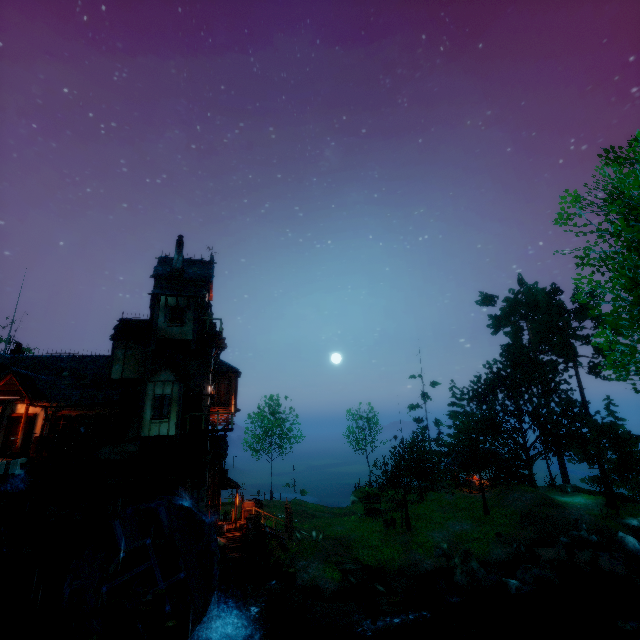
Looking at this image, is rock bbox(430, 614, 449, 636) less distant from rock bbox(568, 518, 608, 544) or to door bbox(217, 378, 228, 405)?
rock bbox(568, 518, 608, 544)

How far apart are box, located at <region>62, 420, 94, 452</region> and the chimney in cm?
994

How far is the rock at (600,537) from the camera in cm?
2420

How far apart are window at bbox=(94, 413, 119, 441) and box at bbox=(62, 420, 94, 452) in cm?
1

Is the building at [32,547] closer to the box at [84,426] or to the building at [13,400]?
the building at [13,400]

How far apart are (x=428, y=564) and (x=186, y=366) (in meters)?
21.00

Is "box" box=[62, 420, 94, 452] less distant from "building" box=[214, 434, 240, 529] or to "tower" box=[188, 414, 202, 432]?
"building" box=[214, 434, 240, 529]

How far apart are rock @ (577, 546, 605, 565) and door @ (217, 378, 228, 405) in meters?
28.0
